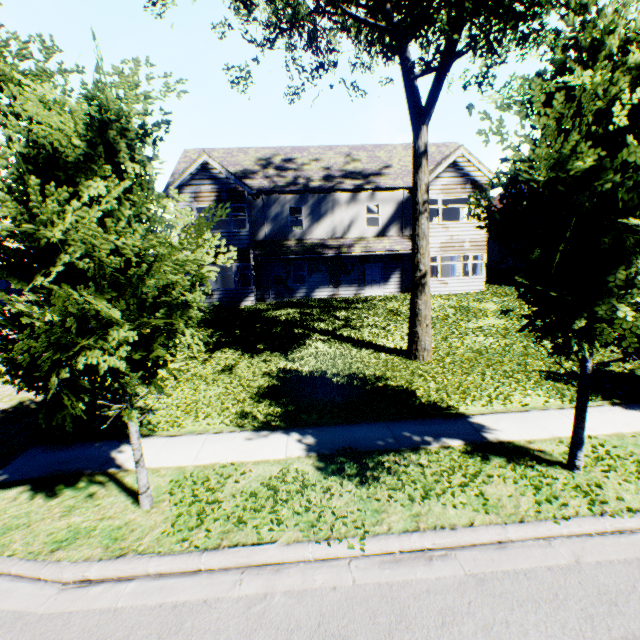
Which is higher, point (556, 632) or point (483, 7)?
point (483, 7)

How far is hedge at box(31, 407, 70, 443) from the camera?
6.9m

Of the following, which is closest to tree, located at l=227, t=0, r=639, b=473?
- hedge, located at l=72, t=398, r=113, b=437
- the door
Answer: hedge, located at l=72, t=398, r=113, b=437

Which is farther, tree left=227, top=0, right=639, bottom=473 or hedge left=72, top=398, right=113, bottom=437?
hedge left=72, top=398, right=113, bottom=437

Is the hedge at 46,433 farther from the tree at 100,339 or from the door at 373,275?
the door at 373,275

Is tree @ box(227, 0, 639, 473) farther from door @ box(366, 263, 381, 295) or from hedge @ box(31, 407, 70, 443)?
door @ box(366, 263, 381, 295)

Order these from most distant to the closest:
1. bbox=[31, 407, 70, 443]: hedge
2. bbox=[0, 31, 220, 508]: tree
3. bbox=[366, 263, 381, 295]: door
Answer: bbox=[366, 263, 381, 295]: door, bbox=[31, 407, 70, 443]: hedge, bbox=[0, 31, 220, 508]: tree
